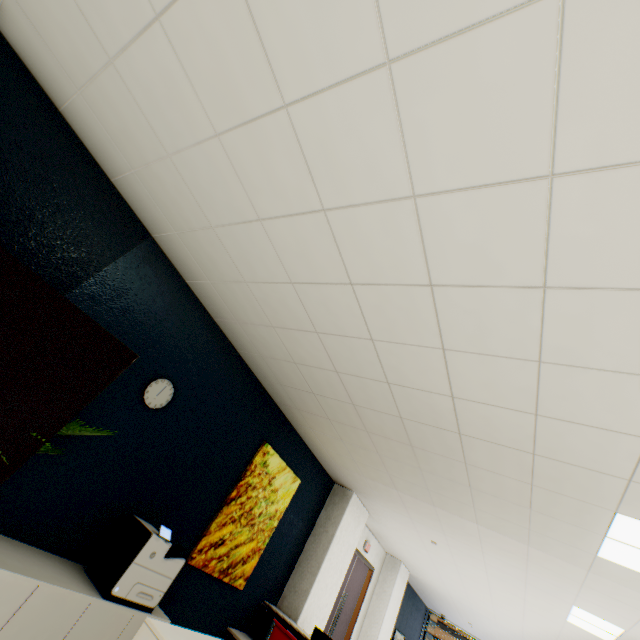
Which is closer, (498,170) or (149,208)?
(498,170)

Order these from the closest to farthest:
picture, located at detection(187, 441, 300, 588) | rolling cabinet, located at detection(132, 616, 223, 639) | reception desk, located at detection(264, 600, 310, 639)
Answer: rolling cabinet, located at detection(132, 616, 223, 639) < picture, located at detection(187, 441, 300, 588) < reception desk, located at detection(264, 600, 310, 639)

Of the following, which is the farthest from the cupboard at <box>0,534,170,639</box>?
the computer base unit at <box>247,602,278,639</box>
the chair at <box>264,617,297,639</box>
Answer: the computer base unit at <box>247,602,278,639</box>

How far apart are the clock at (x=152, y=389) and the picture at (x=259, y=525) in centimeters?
148cm

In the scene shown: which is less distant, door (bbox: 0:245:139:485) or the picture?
door (bbox: 0:245:139:485)

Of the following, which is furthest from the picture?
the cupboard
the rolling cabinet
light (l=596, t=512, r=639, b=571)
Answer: light (l=596, t=512, r=639, b=571)

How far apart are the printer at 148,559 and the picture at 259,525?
0.6 meters

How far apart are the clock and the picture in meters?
1.5 m
